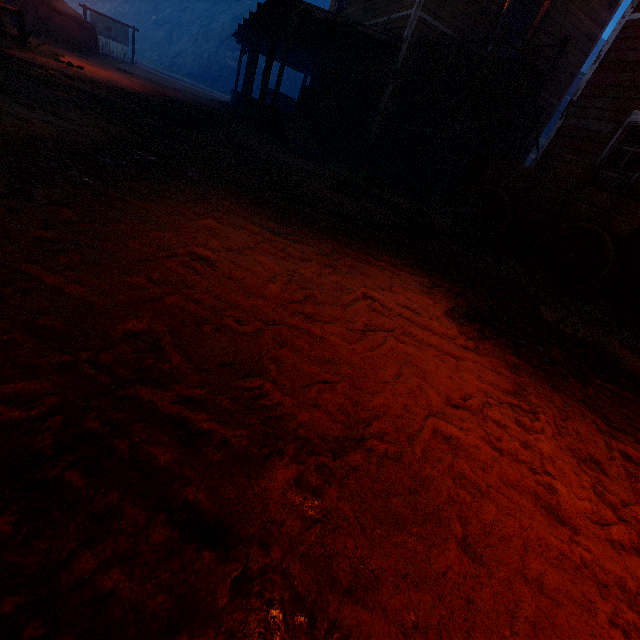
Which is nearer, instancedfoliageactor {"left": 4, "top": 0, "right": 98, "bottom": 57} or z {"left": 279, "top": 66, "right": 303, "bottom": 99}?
instancedfoliageactor {"left": 4, "top": 0, "right": 98, "bottom": 57}

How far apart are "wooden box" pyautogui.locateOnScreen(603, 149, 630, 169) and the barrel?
1.3 meters

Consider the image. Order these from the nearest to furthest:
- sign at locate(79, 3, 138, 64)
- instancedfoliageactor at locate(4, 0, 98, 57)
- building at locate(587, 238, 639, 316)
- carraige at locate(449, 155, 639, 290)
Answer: carraige at locate(449, 155, 639, 290) → building at locate(587, 238, 639, 316) → instancedfoliageactor at locate(4, 0, 98, 57) → sign at locate(79, 3, 138, 64)

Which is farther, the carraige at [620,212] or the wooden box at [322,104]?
the wooden box at [322,104]

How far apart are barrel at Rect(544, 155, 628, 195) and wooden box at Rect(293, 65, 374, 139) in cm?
746

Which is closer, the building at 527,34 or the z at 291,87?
the building at 527,34

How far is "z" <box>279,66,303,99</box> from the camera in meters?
46.0

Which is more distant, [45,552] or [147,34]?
[147,34]
